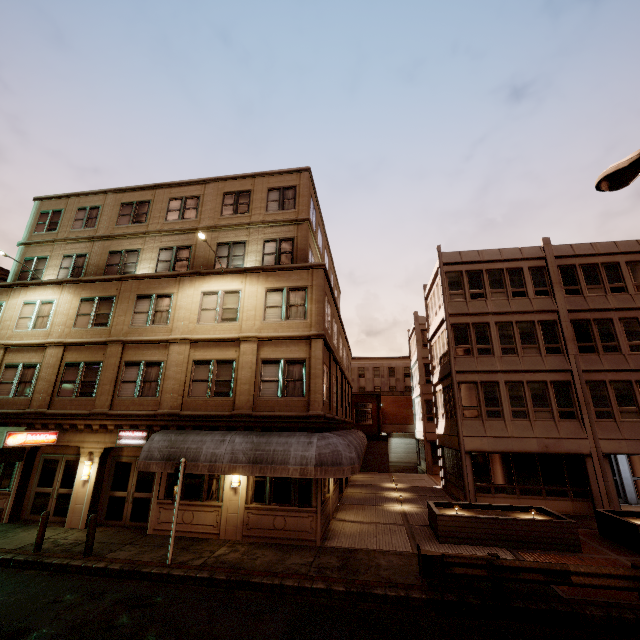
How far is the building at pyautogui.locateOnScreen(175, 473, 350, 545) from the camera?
12.3 meters

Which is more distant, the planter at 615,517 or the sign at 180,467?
the planter at 615,517

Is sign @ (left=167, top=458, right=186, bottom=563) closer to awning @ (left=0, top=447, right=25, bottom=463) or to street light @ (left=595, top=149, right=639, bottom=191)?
awning @ (left=0, top=447, right=25, bottom=463)

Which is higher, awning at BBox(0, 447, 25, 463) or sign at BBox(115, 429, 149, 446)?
sign at BBox(115, 429, 149, 446)

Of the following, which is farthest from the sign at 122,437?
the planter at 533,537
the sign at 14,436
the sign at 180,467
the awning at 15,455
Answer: the planter at 533,537

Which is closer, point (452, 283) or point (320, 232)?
point (452, 283)

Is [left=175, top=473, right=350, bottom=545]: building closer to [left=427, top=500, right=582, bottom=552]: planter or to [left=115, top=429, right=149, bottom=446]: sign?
[left=115, top=429, right=149, bottom=446]: sign

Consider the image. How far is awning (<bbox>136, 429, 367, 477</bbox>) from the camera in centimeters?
1160cm
